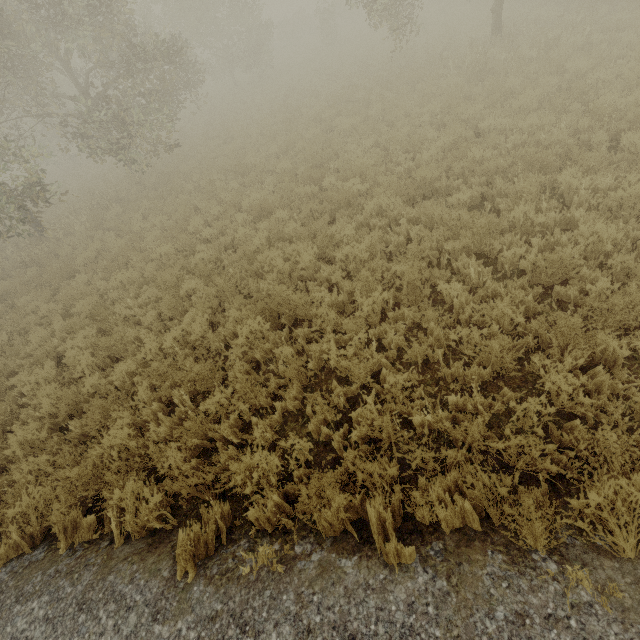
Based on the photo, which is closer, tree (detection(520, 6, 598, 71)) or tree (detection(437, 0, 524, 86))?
tree (detection(520, 6, 598, 71))

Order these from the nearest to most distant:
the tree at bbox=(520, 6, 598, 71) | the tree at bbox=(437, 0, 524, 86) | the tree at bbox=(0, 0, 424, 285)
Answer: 1. the tree at bbox=(520, 6, 598, 71)
2. the tree at bbox=(437, 0, 524, 86)
3. the tree at bbox=(0, 0, 424, 285)

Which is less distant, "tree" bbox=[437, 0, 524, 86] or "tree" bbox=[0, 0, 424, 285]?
"tree" bbox=[437, 0, 524, 86]

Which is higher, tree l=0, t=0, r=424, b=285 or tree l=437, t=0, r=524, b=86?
tree l=0, t=0, r=424, b=285

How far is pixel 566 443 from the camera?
3.4 meters

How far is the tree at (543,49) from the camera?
9.8 meters

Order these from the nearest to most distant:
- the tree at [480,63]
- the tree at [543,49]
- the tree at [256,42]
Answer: the tree at [543,49] < the tree at [480,63] < the tree at [256,42]
